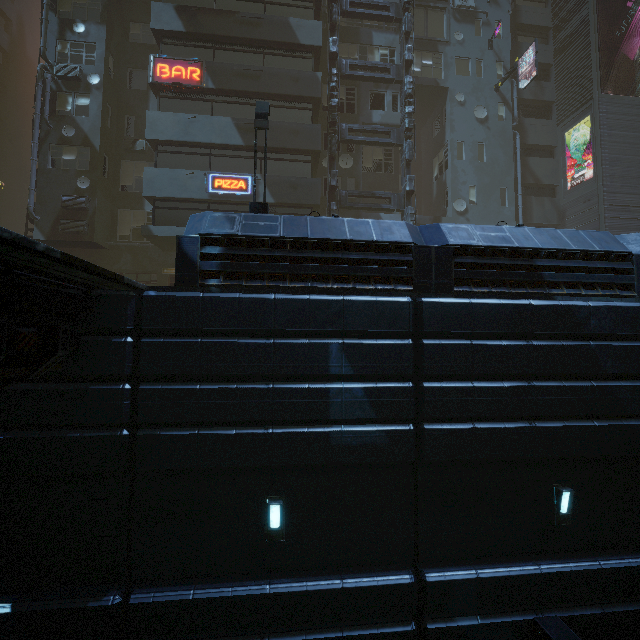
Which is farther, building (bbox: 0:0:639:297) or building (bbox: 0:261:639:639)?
building (bbox: 0:0:639:297)

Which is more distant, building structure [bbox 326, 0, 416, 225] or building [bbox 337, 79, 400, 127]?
building [bbox 337, 79, 400, 127]

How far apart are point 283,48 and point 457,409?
20.7 meters

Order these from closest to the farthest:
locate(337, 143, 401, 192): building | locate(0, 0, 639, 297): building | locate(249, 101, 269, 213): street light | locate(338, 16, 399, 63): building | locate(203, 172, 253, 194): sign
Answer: locate(0, 0, 639, 297): building, locate(249, 101, 269, 213): street light, locate(203, 172, 253, 194): sign, locate(337, 143, 401, 192): building, locate(338, 16, 399, 63): building

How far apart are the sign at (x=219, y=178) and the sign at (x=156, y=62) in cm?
439

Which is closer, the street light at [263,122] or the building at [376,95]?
the street light at [263,122]

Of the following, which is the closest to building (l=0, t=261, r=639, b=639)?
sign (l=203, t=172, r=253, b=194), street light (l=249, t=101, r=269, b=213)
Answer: sign (l=203, t=172, r=253, b=194)
